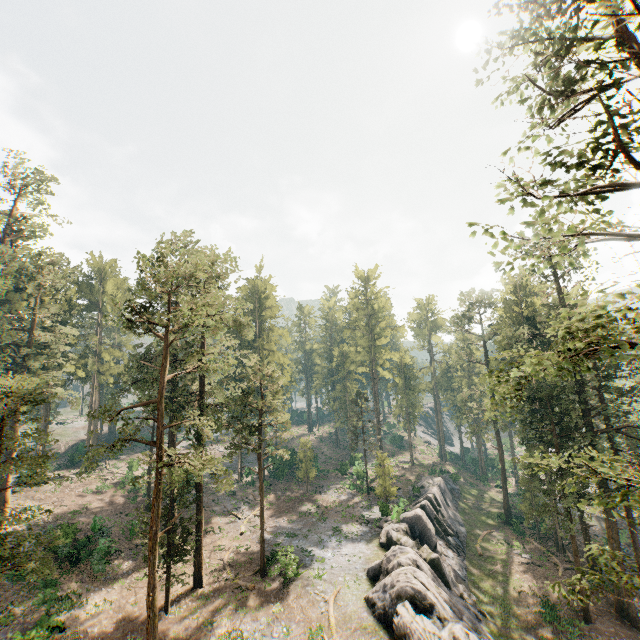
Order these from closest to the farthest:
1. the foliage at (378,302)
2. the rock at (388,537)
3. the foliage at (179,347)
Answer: the foliage at (179,347), the rock at (388,537), the foliage at (378,302)

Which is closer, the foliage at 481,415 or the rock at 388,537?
the foliage at 481,415

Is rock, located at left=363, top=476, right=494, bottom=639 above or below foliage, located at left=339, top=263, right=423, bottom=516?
below

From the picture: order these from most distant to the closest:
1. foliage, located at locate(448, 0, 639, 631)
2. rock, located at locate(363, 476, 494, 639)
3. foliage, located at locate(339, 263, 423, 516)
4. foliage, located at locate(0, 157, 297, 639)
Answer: foliage, located at locate(339, 263, 423, 516), rock, located at locate(363, 476, 494, 639), foliage, located at locate(0, 157, 297, 639), foliage, located at locate(448, 0, 639, 631)

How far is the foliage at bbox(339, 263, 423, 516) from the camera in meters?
44.4

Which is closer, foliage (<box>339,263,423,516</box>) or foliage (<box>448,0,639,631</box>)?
foliage (<box>448,0,639,631</box>)

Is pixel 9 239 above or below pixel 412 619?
above
